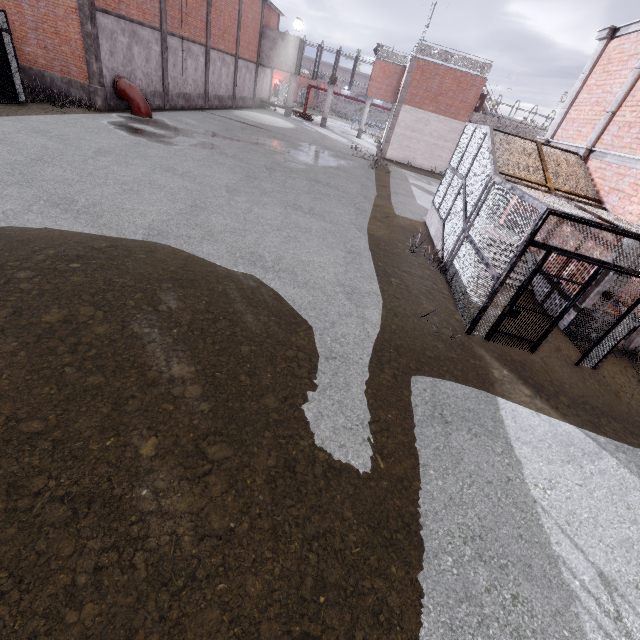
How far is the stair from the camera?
11.3m

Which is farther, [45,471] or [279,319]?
[279,319]

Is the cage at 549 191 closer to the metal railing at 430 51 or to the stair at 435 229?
the stair at 435 229

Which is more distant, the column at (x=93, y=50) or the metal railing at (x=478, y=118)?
the metal railing at (x=478, y=118)

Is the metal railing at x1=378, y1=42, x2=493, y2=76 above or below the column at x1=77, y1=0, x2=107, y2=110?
above

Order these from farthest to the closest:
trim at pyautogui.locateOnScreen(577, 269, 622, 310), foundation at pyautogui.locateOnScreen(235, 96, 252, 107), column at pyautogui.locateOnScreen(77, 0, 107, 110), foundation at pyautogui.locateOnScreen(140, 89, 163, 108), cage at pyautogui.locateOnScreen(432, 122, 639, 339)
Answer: foundation at pyautogui.locateOnScreen(235, 96, 252, 107)
foundation at pyautogui.locateOnScreen(140, 89, 163, 108)
column at pyautogui.locateOnScreen(77, 0, 107, 110)
trim at pyautogui.locateOnScreen(577, 269, 622, 310)
cage at pyautogui.locateOnScreen(432, 122, 639, 339)

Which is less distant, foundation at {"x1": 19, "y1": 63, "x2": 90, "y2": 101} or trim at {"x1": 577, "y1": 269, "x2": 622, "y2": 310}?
trim at {"x1": 577, "y1": 269, "x2": 622, "y2": 310}

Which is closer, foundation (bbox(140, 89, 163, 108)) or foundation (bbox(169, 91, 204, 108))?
foundation (bbox(140, 89, 163, 108))
